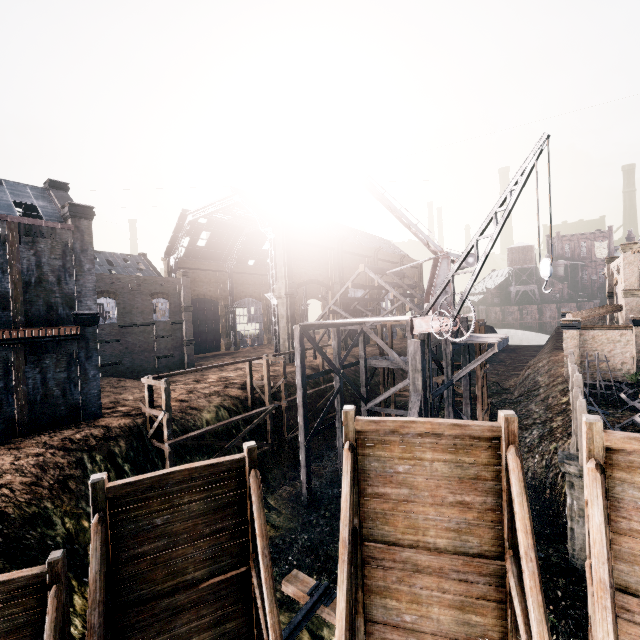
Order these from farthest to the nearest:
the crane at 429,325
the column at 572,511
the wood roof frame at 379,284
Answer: the wood roof frame at 379,284 < the column at 572,511 < the crane at 429,325

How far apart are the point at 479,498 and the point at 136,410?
22.7m

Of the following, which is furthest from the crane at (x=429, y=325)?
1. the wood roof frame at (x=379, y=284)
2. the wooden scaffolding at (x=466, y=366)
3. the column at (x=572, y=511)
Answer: the wood roof frame at (x=379, y=284)

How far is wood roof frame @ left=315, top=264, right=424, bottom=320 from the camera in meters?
Result: 35.2 m

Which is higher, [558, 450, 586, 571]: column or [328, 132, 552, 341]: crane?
[328, 132, 552, 341]: crane

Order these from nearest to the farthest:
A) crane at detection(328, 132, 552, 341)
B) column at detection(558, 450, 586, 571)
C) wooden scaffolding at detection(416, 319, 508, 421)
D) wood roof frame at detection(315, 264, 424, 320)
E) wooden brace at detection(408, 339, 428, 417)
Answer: crane at detection(328, 132, 552, 341) < column at detection(558, 450, 586, 571) < wooden brace at detection(408, 339, 428, 417) < wooden scaffolding at detection(416, 319, 508, 421) < wood roof frame at detection(315, 264, 424, 320)

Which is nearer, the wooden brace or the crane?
the crane

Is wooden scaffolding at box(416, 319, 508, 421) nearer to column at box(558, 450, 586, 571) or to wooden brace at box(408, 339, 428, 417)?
wooden brace at box(408, 339, 428, 417)
